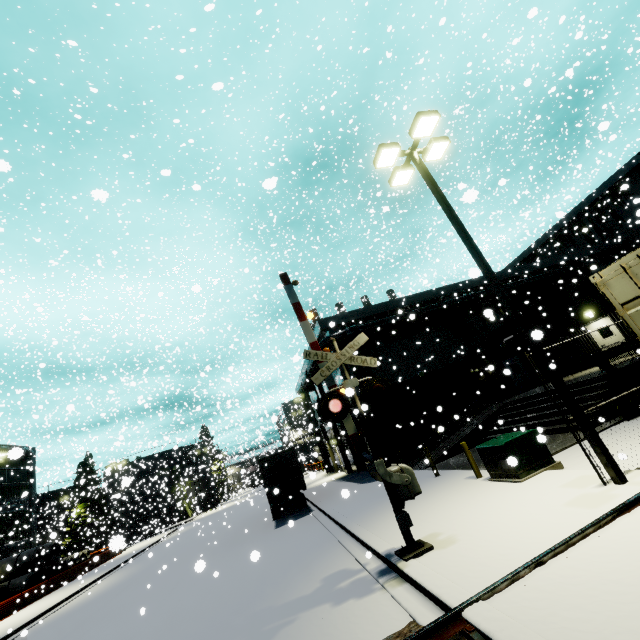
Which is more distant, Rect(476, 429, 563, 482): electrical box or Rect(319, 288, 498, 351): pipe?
Rect(319, 288, 498, 351): pipe

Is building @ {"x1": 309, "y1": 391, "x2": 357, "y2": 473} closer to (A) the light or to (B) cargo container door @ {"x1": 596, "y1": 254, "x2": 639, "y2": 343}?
(B) cargo container door @ {"x1": 596, "y1": 254, "x2": 639, "y2": 343}

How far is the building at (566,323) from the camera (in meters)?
18.53

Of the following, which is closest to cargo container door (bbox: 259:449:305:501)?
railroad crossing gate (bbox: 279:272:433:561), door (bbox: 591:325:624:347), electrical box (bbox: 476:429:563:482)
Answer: railroad crossing gate (bbox: 279:272:433:561)

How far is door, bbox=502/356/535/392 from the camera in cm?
2316

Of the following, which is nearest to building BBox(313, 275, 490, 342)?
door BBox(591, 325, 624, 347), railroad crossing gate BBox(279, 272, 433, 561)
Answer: door BBox(591, 325, 624, 347)

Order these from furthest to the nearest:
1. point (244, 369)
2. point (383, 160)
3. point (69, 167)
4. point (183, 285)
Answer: point (244, 369) → point (69, 167) → point (183, 285) → point (383, 160)

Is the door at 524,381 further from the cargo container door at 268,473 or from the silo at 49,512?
the cargo container door at 268,473
